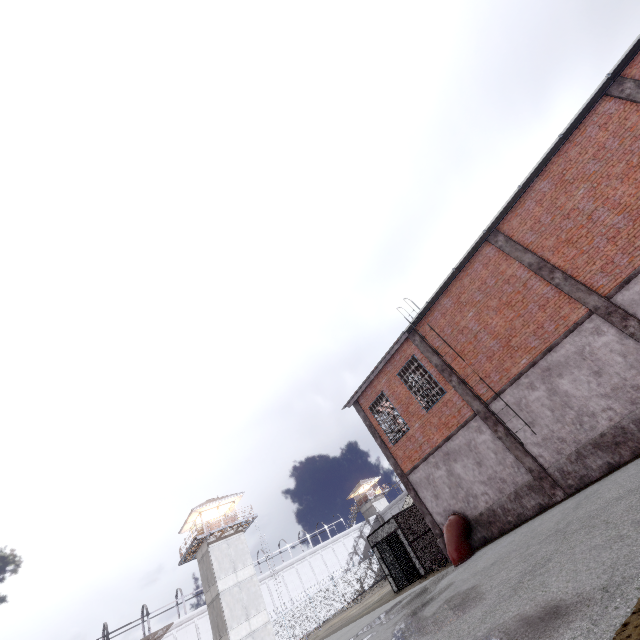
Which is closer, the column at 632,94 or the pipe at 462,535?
the column at 632,94

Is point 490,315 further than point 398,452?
No

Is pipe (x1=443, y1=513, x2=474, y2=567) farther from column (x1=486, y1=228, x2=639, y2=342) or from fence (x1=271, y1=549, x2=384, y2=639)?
fence (x1=271, y1=549, x2=384, y2=639)

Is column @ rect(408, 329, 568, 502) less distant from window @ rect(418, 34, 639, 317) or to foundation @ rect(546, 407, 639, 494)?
foundation @ rect(546, 407, 639, 494)

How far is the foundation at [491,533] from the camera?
12.39m

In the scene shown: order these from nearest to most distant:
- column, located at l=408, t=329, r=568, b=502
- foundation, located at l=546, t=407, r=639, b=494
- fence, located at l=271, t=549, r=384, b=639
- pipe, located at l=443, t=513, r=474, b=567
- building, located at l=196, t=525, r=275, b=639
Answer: foundation, located at l=546, t=407, r=639, b=494, column, located at l=408, t=329, r=568, b=502, pipe, located at l=443, t=513, r=474, b=567, building, located at l=196, t=525, r=275, b=639, fence, located at l=271, t=549, r=384, b=639

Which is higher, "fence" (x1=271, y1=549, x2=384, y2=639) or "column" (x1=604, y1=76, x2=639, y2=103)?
"column" (x1=604, y1=76, x2=639, y2=103)

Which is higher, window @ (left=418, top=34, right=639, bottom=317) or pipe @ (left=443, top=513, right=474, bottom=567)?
window @ (left=418, top=34, right=639, bottom=317)
